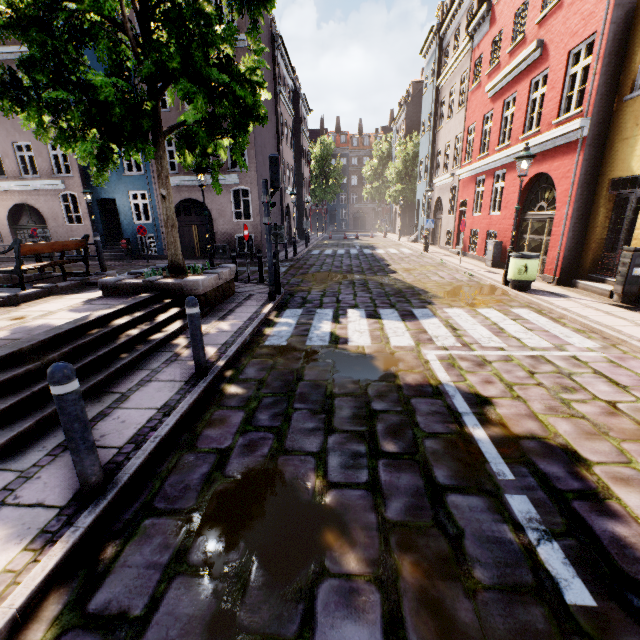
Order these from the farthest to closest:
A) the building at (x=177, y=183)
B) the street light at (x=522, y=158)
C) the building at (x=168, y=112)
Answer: the building at (x=177, y=183)
the building at (x=168, y=112)
the street light at (x=522, y=158)

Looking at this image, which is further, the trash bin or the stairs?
the trash bin

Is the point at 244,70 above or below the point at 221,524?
above

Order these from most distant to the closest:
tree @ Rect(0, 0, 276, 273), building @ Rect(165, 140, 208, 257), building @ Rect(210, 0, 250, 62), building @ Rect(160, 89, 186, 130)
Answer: building @ Rect(165, 140, 208, 257) < building @ Rect(160, 89, 186, 130) < building @ Rect(210, 0, 250, 62) < tree @ Rect(0, 0, 276, 273)

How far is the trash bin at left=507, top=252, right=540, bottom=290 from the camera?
8.8m

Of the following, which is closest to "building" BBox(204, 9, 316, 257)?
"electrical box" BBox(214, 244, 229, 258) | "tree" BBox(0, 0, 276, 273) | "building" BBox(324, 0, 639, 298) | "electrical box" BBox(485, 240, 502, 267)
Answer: "electrical box" BBox(214, 244, 229, 258)

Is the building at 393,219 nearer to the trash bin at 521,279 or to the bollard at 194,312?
the trash bin at 521,279

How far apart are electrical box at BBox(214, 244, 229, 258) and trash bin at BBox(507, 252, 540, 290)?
14.3 meters
